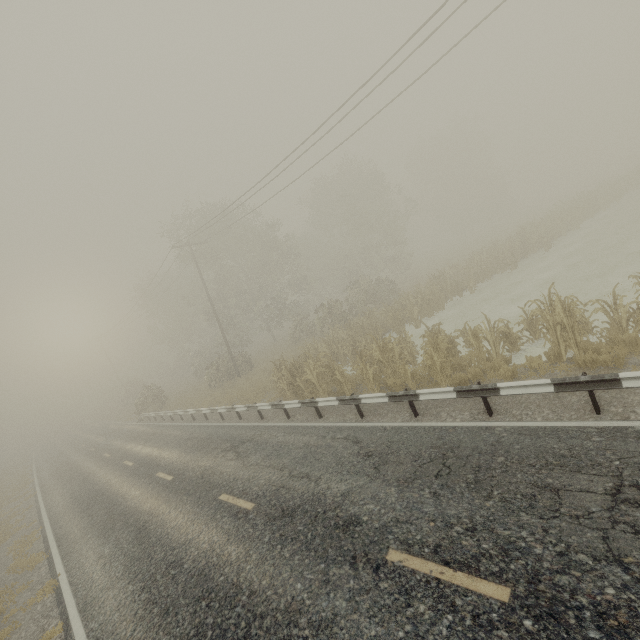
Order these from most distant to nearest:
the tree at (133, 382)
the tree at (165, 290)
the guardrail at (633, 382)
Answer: the tree at (165, 290) < the tree at (133, 382) < the guardrail at (633, 382)

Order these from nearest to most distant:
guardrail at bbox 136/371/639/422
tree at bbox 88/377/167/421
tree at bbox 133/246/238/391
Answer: guardrail at bbox 136/371/639/422, tree at bbox 88/377/167/421, tree at bbox 133/246/238/391

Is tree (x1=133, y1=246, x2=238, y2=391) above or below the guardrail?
above

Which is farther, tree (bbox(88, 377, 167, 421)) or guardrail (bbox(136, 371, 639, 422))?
Result: tree (bbox(88, 377, 167, 421))

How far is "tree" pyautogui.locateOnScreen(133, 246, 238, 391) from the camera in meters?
30.5 m

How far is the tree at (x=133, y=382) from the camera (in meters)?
28.83

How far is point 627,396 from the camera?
6.3 meters
